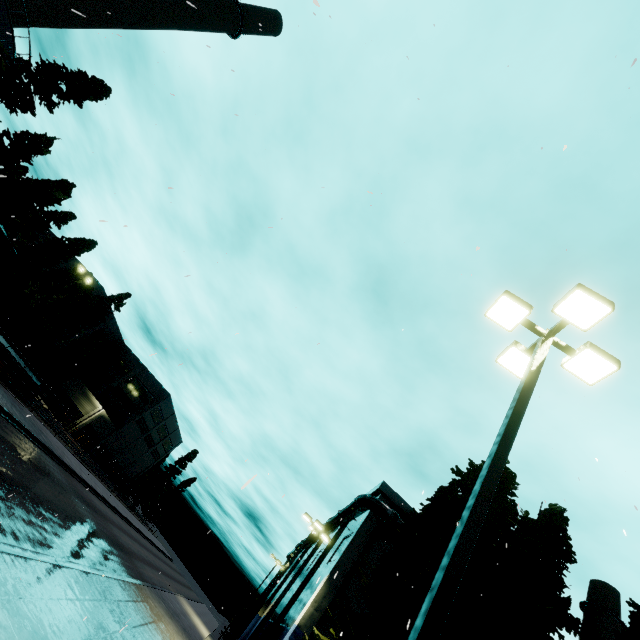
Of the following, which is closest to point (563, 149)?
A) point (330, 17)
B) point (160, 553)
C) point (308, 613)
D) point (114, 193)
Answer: point (330, 17)

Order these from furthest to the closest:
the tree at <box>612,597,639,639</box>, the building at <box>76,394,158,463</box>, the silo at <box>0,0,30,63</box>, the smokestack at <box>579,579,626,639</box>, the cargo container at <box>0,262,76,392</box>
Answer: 1. the building at <box>76,394,158,463</box>
2. the smokestack at <box>579,579,626,639</box>
3. the silo at <box>0,0,30,63</box>
4. the cargo container at <box>0,262,76,392</box>
5. the tree at <box>612,597,639,639</box>

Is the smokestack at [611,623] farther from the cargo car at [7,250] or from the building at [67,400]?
the building at [67,400]

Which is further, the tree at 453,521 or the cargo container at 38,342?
the cargo container at 38,342

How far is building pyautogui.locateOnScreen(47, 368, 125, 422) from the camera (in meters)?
48.62

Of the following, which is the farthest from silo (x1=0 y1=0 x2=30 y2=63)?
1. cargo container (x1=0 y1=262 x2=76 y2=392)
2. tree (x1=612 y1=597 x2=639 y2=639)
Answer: tree (x1=612 y1=597 x2=639 y2=639)

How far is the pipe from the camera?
23.70m
